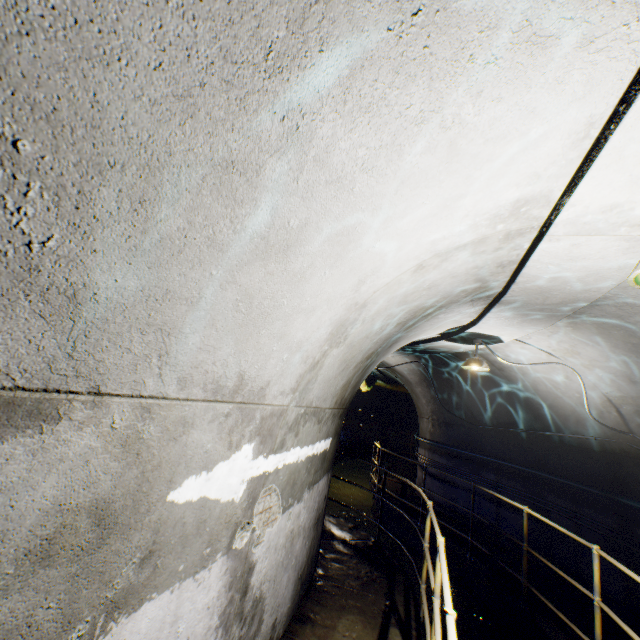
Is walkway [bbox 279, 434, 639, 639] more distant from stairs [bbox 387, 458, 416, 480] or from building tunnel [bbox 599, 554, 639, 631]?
stairs [bbox 387, 458, 416, 480]

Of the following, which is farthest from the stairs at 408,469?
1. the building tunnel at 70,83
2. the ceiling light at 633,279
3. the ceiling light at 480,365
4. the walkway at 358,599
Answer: the ceiling light at 633,279

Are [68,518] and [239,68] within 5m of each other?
yes

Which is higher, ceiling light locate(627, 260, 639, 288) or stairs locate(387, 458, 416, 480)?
ceiling light locate(627, 260, 639, 288)

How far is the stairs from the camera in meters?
14.7 m

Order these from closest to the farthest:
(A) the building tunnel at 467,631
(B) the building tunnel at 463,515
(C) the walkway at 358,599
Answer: (C) the walkway at 358,599, (A) the building tunnel at 467,631, (B) the building tunnel at 463,515

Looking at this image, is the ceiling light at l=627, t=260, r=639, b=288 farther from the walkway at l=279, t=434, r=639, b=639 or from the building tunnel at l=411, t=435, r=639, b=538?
the walkway at l=279, t=434, r=639, b=639

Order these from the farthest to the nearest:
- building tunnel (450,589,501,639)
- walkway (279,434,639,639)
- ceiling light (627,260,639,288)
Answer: building tunnel (450,589,501,639)
walkway (279,434,639,639)
ceiling light (627,260,639,288)
